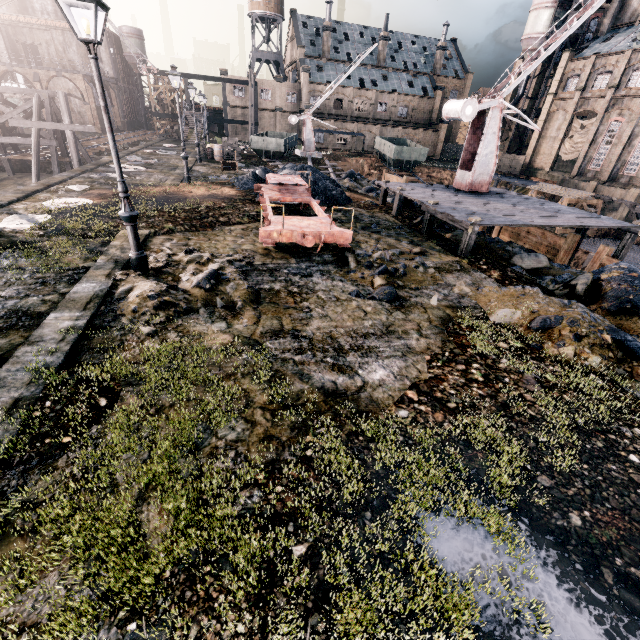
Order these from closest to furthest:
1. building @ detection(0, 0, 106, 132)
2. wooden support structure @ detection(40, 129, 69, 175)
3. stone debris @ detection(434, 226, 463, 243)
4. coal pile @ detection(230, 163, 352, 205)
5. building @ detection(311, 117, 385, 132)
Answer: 1. stone debris @ detection(434, 226, 463, 243)
2. coal pile @ detection(230, 163, 352, 205)
3. wooden support structure @ detection(40, 129, 69, 175)
4. building @ detection(0, 0, 106, 132)
5. building @ detection(311, 117, 385, 132)

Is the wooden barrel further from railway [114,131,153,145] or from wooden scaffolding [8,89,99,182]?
railway [114,131,153,145]

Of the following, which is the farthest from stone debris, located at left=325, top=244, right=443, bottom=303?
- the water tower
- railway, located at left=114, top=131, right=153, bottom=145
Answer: the water tower

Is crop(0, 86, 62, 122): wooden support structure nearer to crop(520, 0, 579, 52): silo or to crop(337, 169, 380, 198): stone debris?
crop(337, 169, 380, 198): stone debris

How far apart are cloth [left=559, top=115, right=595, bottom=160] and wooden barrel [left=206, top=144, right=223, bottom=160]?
47.9 meters

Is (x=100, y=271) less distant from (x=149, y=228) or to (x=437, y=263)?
(x=149, y=228)

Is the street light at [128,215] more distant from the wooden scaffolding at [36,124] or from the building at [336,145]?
the building at [336,145]

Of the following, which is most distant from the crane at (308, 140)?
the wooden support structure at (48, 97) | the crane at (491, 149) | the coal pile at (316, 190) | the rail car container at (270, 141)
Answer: the crane at (491, 149)
